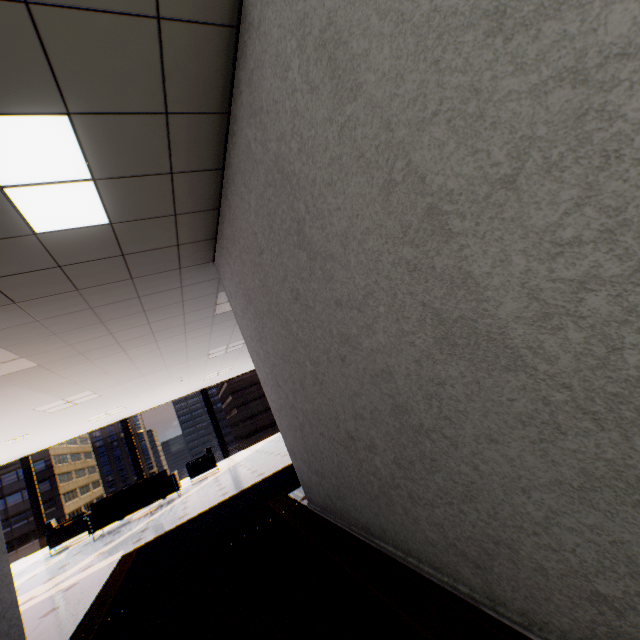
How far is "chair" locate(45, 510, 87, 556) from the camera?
7.9m

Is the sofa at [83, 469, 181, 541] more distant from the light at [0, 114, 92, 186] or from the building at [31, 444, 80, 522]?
the building at [31, 444, 80, 522]

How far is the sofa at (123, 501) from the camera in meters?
7.4 m

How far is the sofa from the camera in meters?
7.4 m

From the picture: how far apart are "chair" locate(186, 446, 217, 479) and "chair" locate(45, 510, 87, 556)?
2.6m

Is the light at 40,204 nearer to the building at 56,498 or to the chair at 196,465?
the chair at 196,465

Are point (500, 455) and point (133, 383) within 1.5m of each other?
no

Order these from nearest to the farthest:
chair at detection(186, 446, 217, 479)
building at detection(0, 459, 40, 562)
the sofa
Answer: the sofa, chair at detection(186, 446, 217, 479), building at detection(0, 459, 40, 562)
